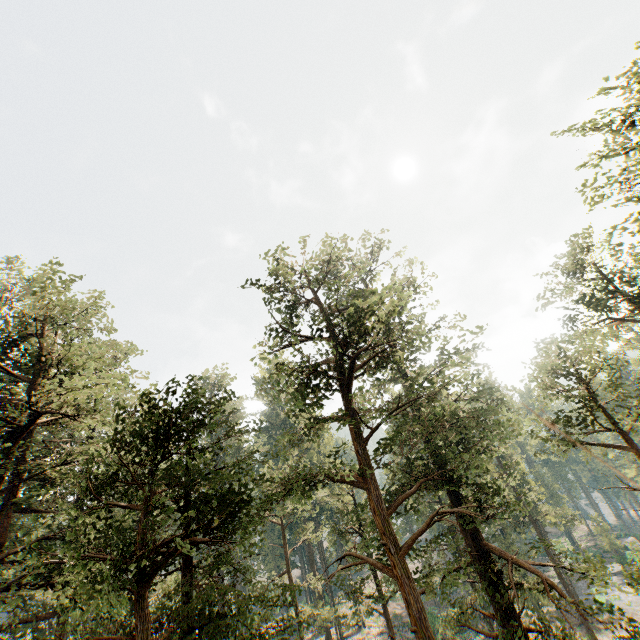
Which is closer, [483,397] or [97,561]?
[97,561]
